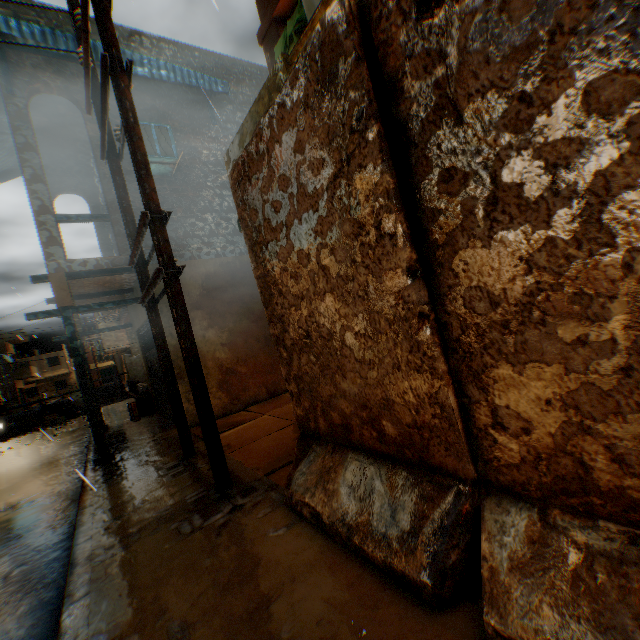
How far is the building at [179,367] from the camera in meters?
7.2 m

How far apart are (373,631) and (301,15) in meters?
6.1 m

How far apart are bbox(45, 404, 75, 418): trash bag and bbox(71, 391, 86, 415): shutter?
0.0 meters

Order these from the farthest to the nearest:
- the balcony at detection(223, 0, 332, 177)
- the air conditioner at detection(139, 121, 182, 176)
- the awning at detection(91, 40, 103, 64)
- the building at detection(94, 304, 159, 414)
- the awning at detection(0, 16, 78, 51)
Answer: the building at detection(94, 304, 159, 414)
the air conditioner at detection(139, 121, 182, 176)
the awning at detection(91, 40, 103, 64)
the awning at detection(0, 16, 78, 51)
the balcony at detection(223, 0, 332, 177)

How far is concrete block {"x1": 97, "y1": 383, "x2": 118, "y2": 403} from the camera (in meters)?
19.77

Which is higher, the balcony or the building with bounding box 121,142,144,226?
the building with bounding box 121,142,144,226

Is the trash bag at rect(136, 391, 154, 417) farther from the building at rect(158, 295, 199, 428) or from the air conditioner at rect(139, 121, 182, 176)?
the air conditioner at rect(139, 121, 182, 176)

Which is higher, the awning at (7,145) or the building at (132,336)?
the awning at (7,145)
